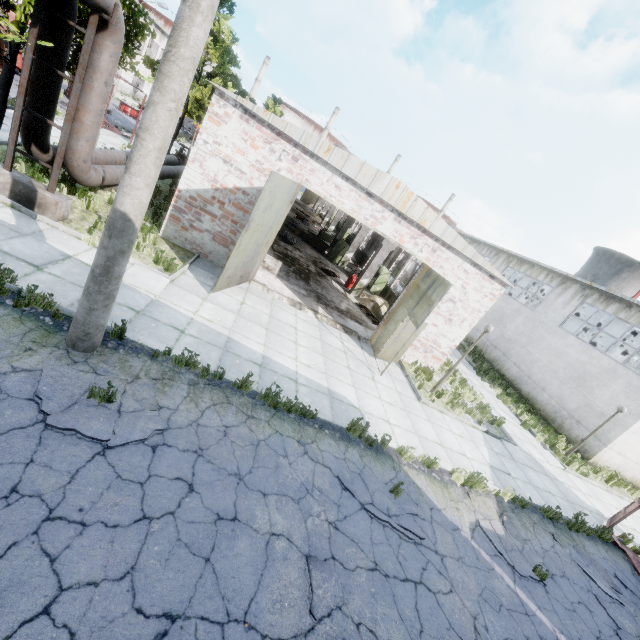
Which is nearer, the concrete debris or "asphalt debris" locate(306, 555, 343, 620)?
"asphalt debris" locate(306, 555, 343, 620)

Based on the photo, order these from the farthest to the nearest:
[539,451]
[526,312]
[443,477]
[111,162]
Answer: [526,312] < [539,451] < [111,162] < [443,477]

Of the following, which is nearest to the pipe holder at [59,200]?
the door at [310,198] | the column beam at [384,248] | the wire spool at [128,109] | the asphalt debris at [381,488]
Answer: the column beam at [384,248]

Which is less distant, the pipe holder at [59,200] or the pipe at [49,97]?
the pipe holder at [59,200]

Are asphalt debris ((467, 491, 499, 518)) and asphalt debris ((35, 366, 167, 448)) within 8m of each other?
yes

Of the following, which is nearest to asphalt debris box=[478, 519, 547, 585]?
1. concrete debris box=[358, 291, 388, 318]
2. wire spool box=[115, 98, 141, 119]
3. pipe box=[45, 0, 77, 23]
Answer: concrete debris box=[358, 291, 388, 318]

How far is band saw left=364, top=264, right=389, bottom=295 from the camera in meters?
21.5

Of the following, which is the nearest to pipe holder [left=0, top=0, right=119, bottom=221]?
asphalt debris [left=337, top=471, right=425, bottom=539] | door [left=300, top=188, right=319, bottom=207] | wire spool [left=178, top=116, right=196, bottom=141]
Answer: asphalt debris [left=337, top=471, right=425, bottom=539]
